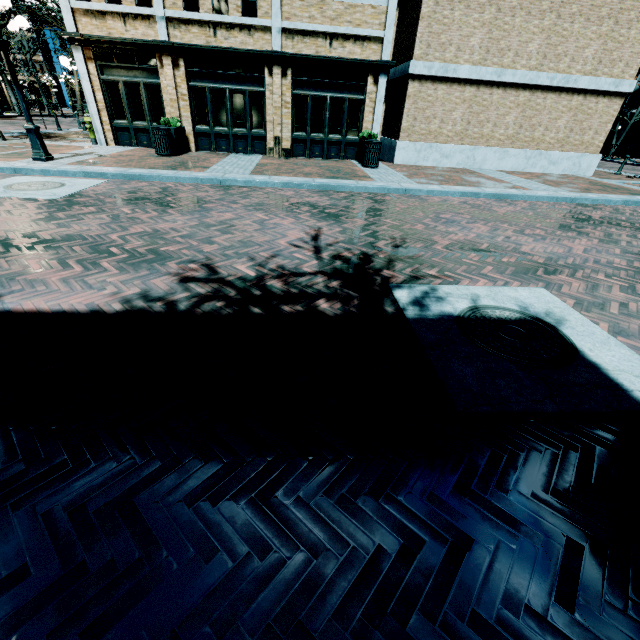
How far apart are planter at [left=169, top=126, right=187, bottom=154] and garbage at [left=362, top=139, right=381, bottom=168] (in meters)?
6.81

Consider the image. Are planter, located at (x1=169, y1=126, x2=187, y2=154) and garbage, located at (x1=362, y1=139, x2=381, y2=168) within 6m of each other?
no

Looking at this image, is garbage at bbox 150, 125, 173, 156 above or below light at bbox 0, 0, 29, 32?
below

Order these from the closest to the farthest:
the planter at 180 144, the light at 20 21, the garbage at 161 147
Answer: the light at 20 21, the garbage at 161 147, the planter at 180 144

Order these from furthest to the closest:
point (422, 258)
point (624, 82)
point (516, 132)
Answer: point (516, 132), point (624, 82), point (422, 258)

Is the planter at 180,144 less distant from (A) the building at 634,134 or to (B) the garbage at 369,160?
(B) the garbage at 369,160

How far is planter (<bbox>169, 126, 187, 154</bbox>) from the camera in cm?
1147

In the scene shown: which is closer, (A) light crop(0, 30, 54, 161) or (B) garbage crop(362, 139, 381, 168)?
(A) light crop(0, 30, 54, 161)
